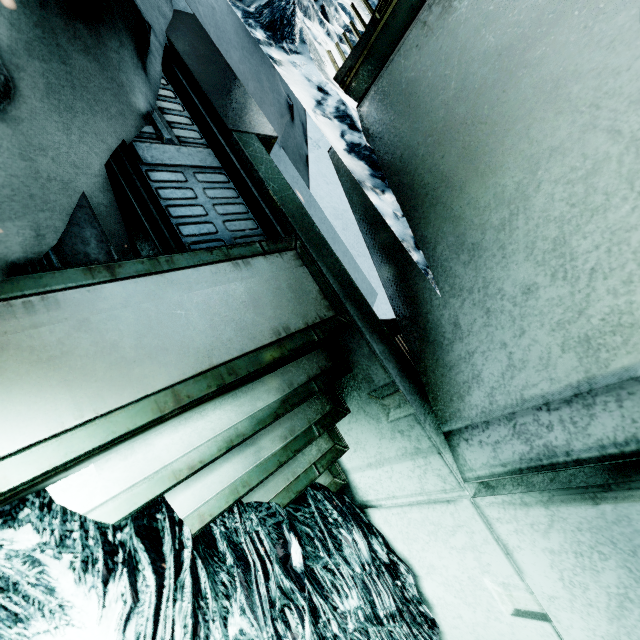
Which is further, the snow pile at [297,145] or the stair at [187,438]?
the snow pile at [297,145]

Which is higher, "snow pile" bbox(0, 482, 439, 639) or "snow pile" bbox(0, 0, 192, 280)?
"snow pile" bbox(0, 0, 192, 280)

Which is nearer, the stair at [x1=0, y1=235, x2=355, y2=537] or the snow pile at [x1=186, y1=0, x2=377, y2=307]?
the stair at [x1=0, y1=235, x2=355, y2=537]

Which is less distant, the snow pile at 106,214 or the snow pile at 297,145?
the snow pile at 106,214

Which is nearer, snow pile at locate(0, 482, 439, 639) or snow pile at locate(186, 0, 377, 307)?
snow pile at locate(0, 482, 439, 639)

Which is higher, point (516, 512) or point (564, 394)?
point (564, 394)

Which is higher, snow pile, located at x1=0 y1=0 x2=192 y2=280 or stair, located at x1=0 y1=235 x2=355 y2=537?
snow pile, located at x1=0 y1=0 x2=192 y2=280
